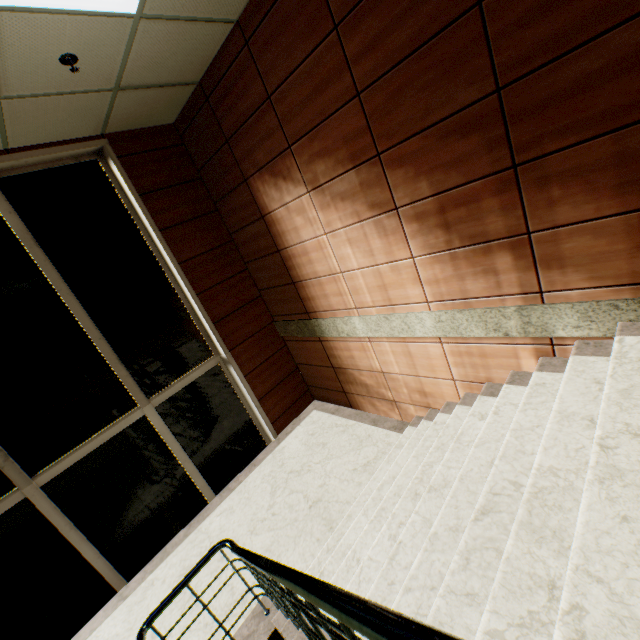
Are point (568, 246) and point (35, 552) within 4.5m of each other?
no
